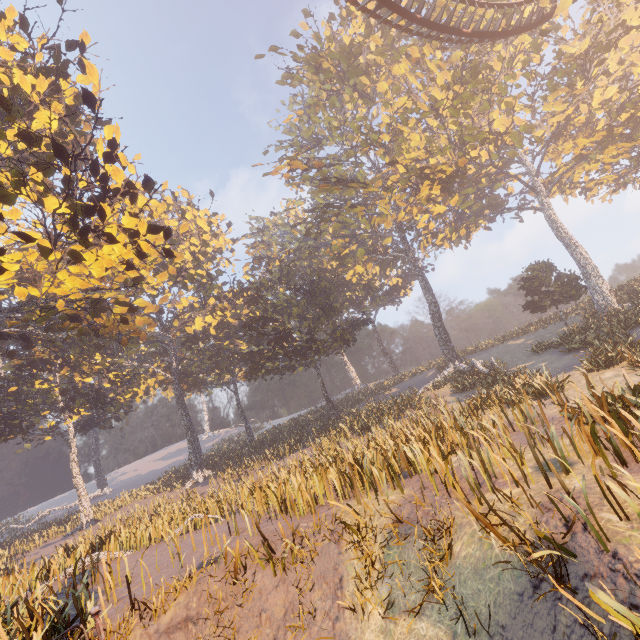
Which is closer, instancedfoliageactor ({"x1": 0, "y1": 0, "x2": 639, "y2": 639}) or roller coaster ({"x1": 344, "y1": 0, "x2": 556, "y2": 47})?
instancedfoliageactor ({"x1": 0, "y1": 0, "x2": 639, "y2": 639})

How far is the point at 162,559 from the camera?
10.74m

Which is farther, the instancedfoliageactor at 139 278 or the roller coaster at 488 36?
the roller coaster at 488 36
